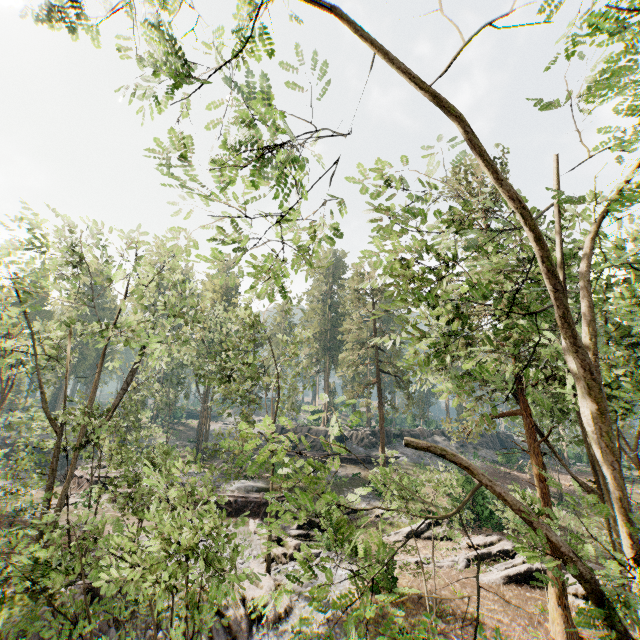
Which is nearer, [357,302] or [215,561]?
[215,561]

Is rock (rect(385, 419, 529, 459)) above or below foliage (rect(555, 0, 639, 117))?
below

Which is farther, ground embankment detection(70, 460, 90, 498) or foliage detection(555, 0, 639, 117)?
ground embankment detection(70, 460, 90, 498)

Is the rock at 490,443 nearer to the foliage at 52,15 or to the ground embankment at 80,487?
the foliage at 52,15

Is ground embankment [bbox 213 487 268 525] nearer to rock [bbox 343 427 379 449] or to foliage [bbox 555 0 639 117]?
foliage [bbox 555 0 639 117]

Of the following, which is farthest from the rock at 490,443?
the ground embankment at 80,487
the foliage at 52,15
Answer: the ground embankment at 80,487
